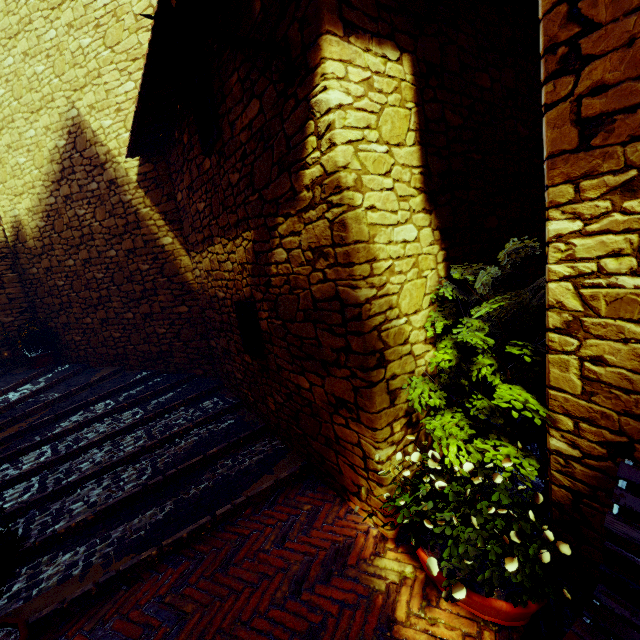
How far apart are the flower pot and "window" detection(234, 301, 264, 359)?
2.1m

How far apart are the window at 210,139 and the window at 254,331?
1.8m

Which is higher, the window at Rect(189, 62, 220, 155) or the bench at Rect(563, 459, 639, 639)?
the window at Rect(189, 62, 220, 155)

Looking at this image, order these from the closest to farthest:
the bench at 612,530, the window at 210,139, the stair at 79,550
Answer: the bench at 612,530
the stair at 79,550
the window at 210,139

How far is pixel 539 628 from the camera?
1.9m

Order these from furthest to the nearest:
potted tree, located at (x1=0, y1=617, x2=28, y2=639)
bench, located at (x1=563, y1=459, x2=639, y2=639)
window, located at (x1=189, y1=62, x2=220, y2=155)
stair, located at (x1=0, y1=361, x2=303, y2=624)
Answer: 1. window, located at (x1=189, y1=62, x2=220, y2=155)
2. stair, located at (x1=0, y1=361, x2=303, y2=624)
3. potted tree, located at (x1=0, y1=617, x2=28, y2=639)
4. bench, located at (x1=563, y1=459, x2=639, y2=639)

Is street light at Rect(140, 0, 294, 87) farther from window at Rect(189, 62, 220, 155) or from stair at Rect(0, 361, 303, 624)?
stair at Rect(0, 361, 303, 624)

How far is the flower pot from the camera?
1.8 meters
